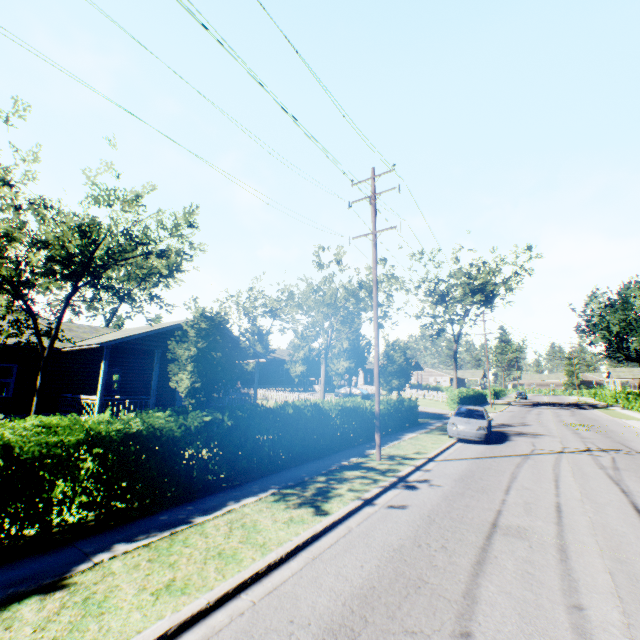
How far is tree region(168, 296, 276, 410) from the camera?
13.5m

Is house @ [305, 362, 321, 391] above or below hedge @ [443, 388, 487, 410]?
above

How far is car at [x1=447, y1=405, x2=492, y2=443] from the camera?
15.6m

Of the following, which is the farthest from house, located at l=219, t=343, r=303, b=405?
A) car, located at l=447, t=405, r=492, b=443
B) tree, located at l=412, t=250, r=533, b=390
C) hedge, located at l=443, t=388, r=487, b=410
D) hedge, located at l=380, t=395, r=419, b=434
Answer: car, located at l=447, t=405, r=492, b=443

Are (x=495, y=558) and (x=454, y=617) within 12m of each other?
yes

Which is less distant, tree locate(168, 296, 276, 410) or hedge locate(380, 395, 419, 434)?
tree locate(168, 296, 276, 410)

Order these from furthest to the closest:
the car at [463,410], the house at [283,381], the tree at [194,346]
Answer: the house at [283,381], the car at [463,410], the tree at [194,346]

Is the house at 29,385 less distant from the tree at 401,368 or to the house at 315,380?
the tree at 401,368
